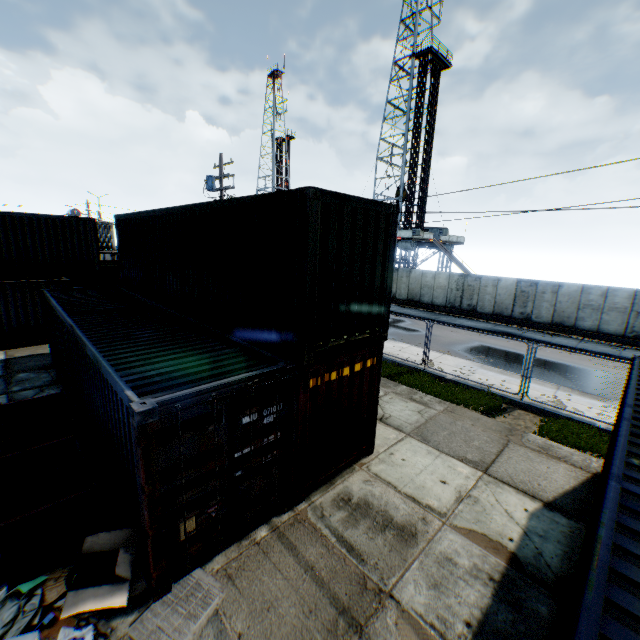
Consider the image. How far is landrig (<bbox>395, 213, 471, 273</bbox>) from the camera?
34.19m

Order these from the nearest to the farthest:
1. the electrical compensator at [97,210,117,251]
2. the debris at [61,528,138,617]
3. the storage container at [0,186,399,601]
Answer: the debris at [61,528,138,617] < the storage container at [0,186,399,601] < the electrical compensator at [97,210,117,251]

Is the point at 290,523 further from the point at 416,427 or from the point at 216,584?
the point at 416,427

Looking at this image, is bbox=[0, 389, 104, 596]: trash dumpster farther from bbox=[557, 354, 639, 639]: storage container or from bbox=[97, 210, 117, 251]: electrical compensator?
bbox=[97, 210, 117, 251]: electrical compensator

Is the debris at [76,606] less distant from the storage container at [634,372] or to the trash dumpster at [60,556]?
the trash dumpster at [60,556]

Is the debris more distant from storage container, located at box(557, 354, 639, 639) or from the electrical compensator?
the electrical compensator

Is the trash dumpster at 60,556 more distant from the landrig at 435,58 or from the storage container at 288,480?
the landrig at 435,58

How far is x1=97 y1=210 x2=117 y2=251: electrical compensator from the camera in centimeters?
3028cm
